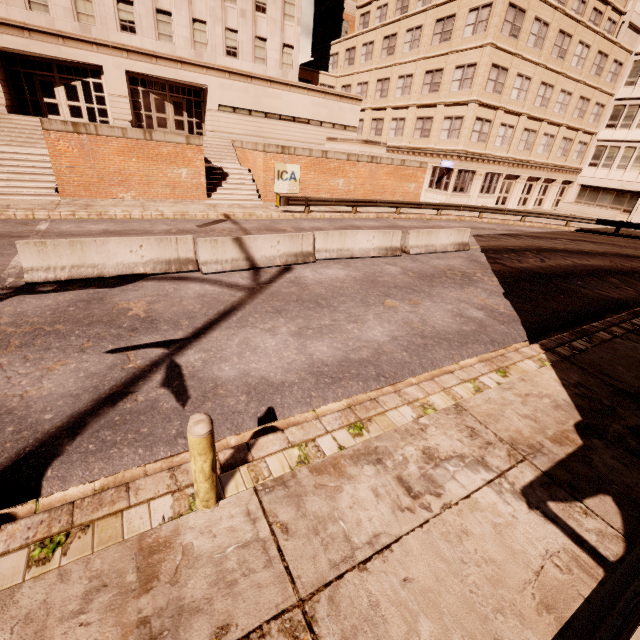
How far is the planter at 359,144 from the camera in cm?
2350

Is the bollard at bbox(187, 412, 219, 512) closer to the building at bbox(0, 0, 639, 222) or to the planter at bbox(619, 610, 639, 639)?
the planter at bbox(619, 610, 639, 639)

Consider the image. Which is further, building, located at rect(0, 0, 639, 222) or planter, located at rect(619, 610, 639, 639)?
building, located at rect(0, 0, 639, 222)

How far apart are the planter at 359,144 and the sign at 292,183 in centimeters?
545cm

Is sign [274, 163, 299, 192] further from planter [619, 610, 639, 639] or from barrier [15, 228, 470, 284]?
planter [619, 610, 639, 639]

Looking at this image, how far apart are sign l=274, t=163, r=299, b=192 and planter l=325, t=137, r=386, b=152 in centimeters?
545cm

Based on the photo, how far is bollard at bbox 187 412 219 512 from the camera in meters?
2.9

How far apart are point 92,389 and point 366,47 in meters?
43.5 m
